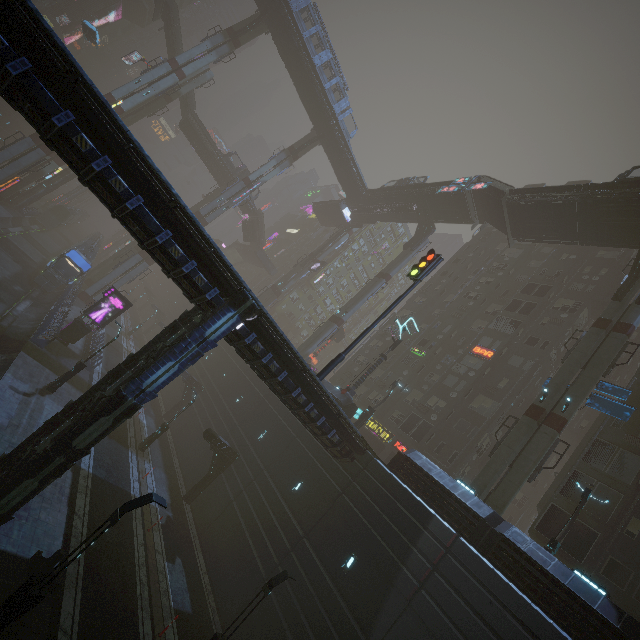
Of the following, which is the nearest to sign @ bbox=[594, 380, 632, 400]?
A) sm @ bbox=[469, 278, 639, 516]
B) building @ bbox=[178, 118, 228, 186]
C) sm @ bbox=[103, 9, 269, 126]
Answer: sm @ bbox=[469, 278, 639, 516]

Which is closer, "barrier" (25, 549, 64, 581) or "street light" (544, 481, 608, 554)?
"barrier" (25, 549, 64, 581)

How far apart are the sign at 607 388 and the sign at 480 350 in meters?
10.1 m

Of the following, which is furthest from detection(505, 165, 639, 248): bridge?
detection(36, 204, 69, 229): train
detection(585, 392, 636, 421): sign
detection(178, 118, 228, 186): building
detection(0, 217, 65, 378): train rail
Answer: detection(178, 118, 228, 186): building

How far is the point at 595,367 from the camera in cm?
2162

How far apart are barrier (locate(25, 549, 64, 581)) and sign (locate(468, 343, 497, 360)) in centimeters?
3346cm

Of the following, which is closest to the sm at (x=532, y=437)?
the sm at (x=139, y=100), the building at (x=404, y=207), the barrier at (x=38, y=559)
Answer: the barrier at (x=38, y=559)

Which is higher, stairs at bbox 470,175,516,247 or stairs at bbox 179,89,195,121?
stairs at bbox 470,175,516,247
